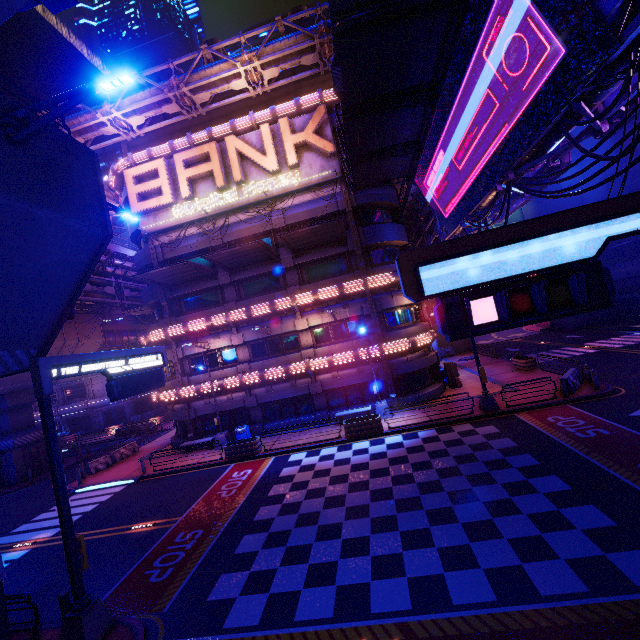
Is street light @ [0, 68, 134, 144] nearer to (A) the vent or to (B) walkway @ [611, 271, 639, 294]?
(B) walkway @ [611, 271, 639, 294]

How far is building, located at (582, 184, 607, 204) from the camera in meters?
38.4

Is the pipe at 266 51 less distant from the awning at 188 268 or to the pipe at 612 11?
the awning at 188 268

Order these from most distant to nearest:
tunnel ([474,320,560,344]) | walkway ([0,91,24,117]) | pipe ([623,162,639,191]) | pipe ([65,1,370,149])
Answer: tunnel ([474,320,560,344]) < pipe ([623,162,639,191]) < pipe ([65,1,370,149]) < walkway ([0,91,24,117])

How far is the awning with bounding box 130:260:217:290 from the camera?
20.55m

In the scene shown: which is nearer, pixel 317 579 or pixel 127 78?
pixel 127 78

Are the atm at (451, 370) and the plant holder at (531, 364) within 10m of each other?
yes

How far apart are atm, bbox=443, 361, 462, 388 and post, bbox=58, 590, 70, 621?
23.18m
